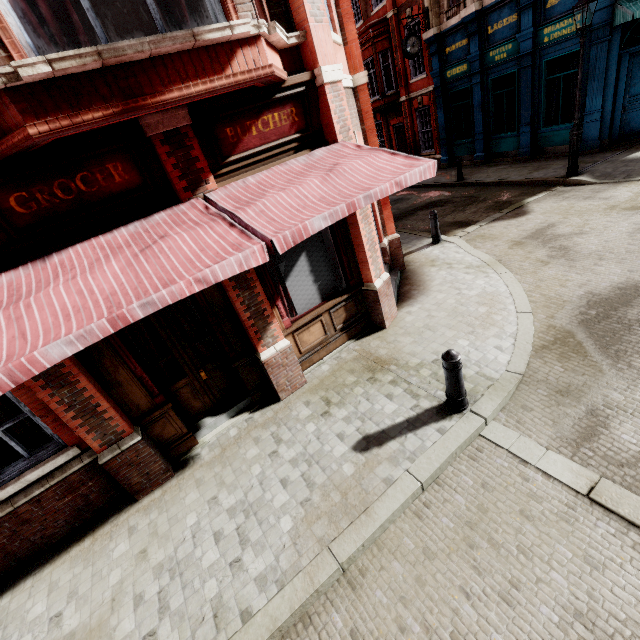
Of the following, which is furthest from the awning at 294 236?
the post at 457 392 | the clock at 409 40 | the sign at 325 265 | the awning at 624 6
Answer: the clock at 409 40

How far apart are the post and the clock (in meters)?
17.74

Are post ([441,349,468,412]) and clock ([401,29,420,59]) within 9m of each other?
no

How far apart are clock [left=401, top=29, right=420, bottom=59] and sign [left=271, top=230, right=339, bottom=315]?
15.6 meters

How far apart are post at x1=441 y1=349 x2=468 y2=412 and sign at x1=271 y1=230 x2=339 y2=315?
2.6m

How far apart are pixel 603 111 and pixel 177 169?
15.47m

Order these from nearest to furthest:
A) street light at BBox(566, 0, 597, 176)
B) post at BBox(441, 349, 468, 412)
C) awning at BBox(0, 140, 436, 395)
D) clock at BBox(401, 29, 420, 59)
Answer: awning at BBox(0, 140, 436, 395), post at BBox(441, 349, 468, 412), street light at BBox(566, 0, 597, 176), clock at BBox(401, 29, 420, 59)

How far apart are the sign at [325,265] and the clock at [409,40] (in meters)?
15.62
